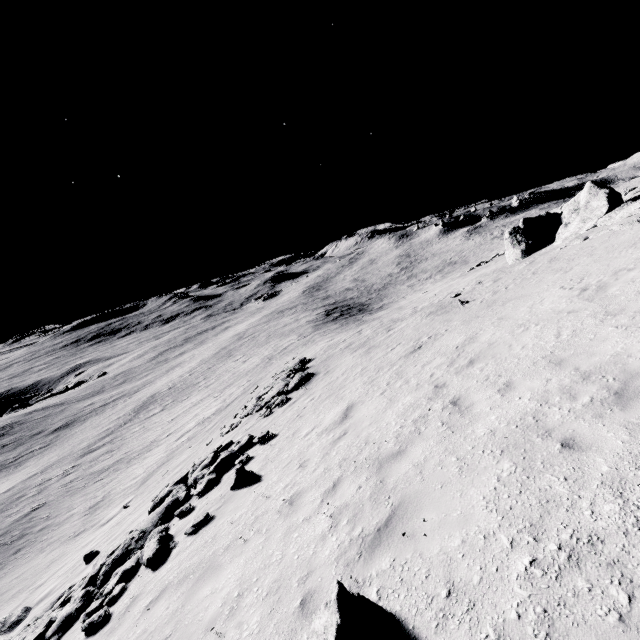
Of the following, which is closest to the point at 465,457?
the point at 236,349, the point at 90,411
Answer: the point at 236,349

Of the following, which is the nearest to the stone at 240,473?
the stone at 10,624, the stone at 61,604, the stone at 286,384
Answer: the stone at 61,604

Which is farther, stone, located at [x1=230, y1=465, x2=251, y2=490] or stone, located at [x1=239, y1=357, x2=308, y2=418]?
stone, located at [x1=239, y1=357, x2=308, y2=418]

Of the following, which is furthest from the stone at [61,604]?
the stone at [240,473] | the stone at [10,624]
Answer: the stone at [10,624]

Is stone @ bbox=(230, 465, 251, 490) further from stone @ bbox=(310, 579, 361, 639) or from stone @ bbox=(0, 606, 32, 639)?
stone @ bbox=(0, 606, 32, 639)

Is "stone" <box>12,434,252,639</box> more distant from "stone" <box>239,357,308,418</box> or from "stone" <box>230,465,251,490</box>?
"stone" <box>239,357,308,418</box>

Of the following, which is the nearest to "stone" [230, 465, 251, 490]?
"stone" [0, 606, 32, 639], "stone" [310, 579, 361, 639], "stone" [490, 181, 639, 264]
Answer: "stone" [310, 579, 361, 639]
